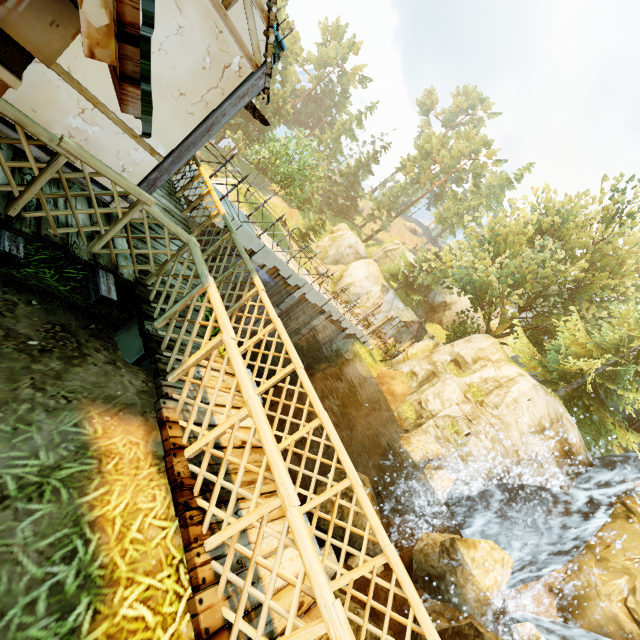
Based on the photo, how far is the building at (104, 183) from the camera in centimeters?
487cm

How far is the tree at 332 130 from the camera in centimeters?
5716cm

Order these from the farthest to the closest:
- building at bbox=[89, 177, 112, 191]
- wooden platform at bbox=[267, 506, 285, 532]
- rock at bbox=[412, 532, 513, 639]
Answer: rock at bbox=[412, 532, 513, 639] < building at bbox=[89, 177, 112, 191] < wooden platform at bbox=[267, 506, 285, 532]

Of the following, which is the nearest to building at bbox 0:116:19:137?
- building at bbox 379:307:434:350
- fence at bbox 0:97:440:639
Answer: fence at bbox 0:97:440:639

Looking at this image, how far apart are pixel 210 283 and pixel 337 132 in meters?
63.8 m

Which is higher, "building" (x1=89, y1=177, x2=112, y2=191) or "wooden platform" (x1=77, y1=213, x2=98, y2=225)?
"building" (x1=89, y1=177, x2=112, y2=191)

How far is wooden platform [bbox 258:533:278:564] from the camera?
3.3 meters

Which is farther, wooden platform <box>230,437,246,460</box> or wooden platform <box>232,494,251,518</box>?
wooden platform <box>230,437,246,460</box>
